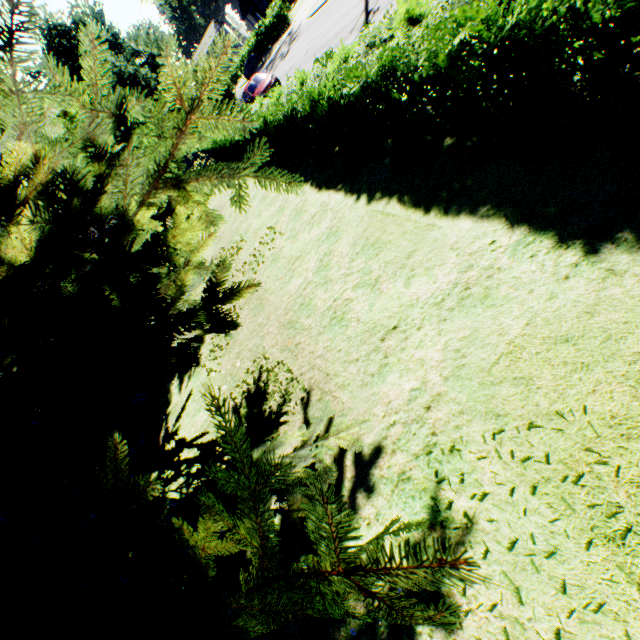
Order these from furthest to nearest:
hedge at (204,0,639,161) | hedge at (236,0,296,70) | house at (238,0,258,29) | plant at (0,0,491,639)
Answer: house at (238,0,258,29) → hedge at (236,0,296,70) → hedge at (204,0,639,161) → plant at (0,0,491,639)

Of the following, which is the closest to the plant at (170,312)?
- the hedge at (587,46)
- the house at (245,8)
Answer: the hedge at (587,46)

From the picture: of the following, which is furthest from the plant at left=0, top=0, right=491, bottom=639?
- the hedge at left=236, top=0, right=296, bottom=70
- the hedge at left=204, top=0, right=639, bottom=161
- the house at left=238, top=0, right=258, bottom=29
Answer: the house at left=238, top=0, right=258, bottom=29

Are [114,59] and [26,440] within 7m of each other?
no

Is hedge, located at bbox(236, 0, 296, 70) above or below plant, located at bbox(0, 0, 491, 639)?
below

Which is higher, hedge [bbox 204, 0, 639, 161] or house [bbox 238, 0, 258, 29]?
house [bbox 238, 0, 258, 29]

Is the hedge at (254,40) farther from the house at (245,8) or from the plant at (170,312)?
the plant at (170,312)
